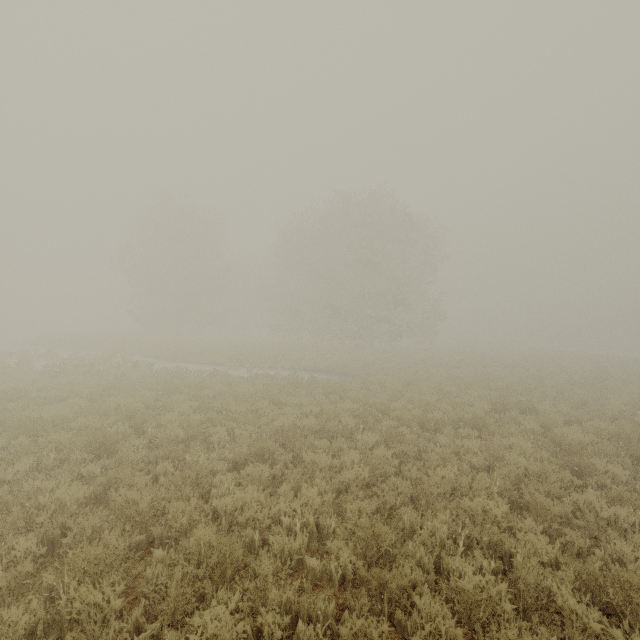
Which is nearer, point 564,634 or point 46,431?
point 564,634
